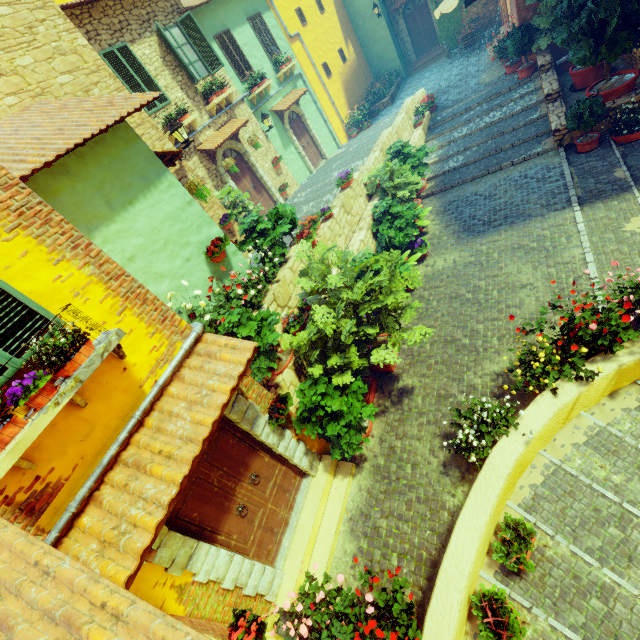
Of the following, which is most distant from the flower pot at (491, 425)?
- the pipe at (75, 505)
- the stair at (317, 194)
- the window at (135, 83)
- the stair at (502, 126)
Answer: the window at (135, 83)

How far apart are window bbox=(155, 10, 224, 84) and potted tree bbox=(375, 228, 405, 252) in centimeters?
795cm

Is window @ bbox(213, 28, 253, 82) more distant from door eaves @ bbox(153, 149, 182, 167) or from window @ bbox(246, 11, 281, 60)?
door eaves @ bbox(153, 149, 182, 167)

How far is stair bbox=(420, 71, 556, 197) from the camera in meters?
10.2 m

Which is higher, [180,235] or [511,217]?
[180,235]

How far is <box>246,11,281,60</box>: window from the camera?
13.76m

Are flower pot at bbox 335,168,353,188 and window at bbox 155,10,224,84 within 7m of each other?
yes

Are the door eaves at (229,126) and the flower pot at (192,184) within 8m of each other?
yes
